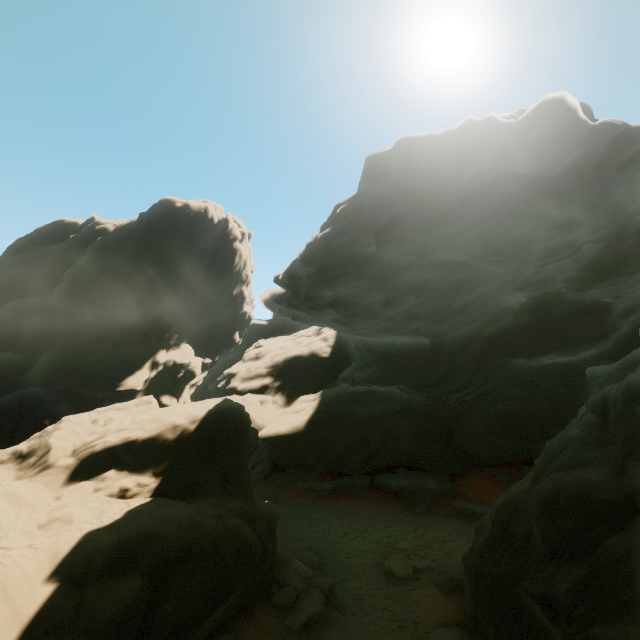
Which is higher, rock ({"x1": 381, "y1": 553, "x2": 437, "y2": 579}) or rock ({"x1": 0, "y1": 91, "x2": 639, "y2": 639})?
rock ({"x1": 0, "y1": 91, "x2": 639, "y2": 639})

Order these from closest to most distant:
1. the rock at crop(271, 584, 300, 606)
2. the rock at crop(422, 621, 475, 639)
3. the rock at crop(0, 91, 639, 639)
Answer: the rock at crop(0, 91, 639, 639)
the rock at crop(422, 621, 475, 639)
the rock at crop(271, 584, 300, 606)

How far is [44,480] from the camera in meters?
11.0 m

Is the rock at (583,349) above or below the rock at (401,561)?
above

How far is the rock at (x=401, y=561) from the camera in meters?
13.4

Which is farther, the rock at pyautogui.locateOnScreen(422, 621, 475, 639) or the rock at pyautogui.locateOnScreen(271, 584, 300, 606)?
the rock at pyautogui.locateOnScreen(271, 584, 300, 606)
